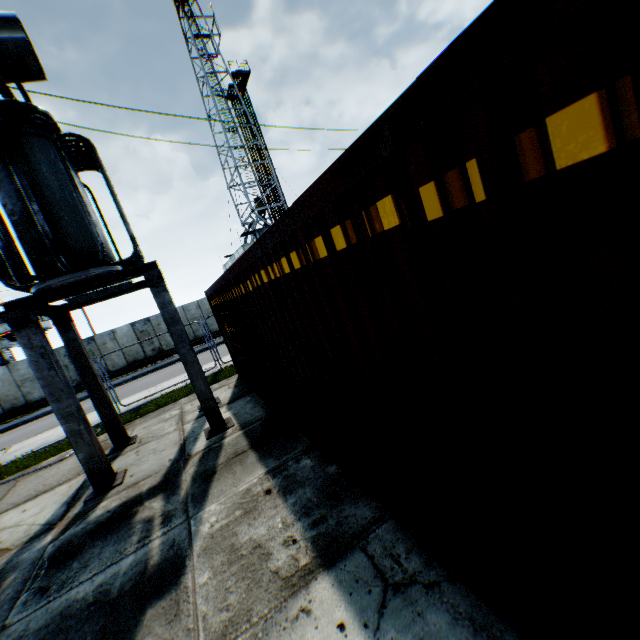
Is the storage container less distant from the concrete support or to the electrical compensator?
the concrete support

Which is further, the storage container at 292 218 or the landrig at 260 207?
the landrig at 260 207

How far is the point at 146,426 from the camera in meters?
8.8 m

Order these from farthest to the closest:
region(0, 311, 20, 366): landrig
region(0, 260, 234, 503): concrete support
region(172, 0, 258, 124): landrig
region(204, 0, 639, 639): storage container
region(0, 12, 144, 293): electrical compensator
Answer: →
region(172, 0, 258, 124): landrig
region(0, 311, 20, 366): landrig
region(0, 260, 234, 503): concrete support
region(0, 12, 144, 293): electrical compensator
region(204, 0, 639, 639): storage container

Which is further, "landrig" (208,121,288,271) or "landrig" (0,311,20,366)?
"landrig" (208,121,288,271)

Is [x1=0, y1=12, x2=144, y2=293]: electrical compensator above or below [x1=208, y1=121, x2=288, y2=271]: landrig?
below

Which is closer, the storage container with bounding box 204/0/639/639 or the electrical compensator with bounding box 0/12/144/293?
the storage container with bounding box 204/0/639/639

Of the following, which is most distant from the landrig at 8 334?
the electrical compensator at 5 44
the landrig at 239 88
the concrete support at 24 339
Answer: the electrical compensator at 5 44
